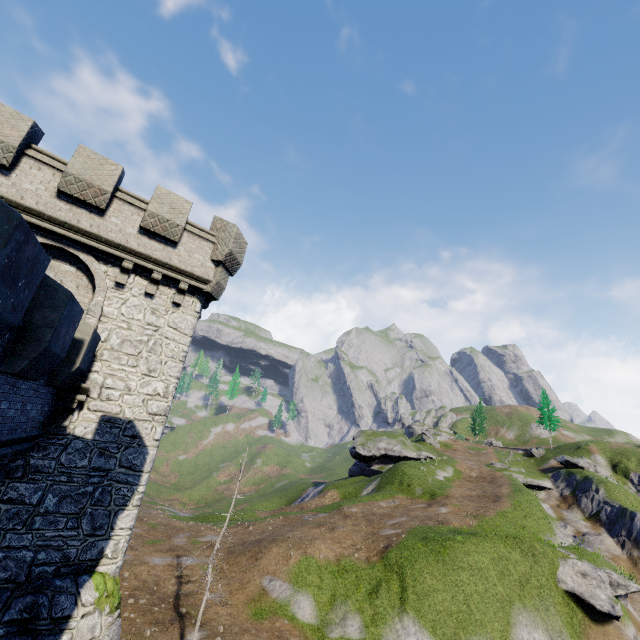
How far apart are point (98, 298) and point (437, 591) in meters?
25.5 m
